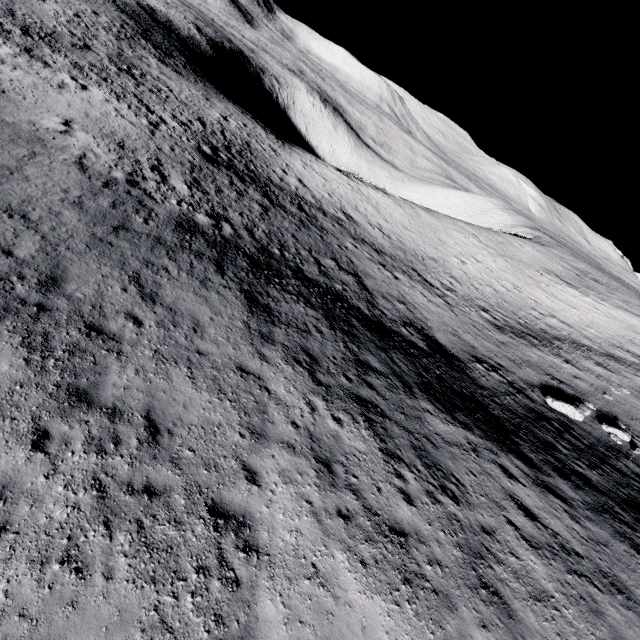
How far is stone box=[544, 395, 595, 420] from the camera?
16.1 meters

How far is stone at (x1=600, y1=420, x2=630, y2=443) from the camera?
15.5 meters

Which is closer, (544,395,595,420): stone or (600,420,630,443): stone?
(600,420,630,443): stone

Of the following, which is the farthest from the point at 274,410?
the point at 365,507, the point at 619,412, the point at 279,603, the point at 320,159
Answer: the point at 320,159

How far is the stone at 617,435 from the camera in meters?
15.5

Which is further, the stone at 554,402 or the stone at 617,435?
the stone at 554,402

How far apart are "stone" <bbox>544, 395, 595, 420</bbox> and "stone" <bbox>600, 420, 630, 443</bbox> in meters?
0.8

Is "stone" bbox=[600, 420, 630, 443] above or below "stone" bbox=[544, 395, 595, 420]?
above
